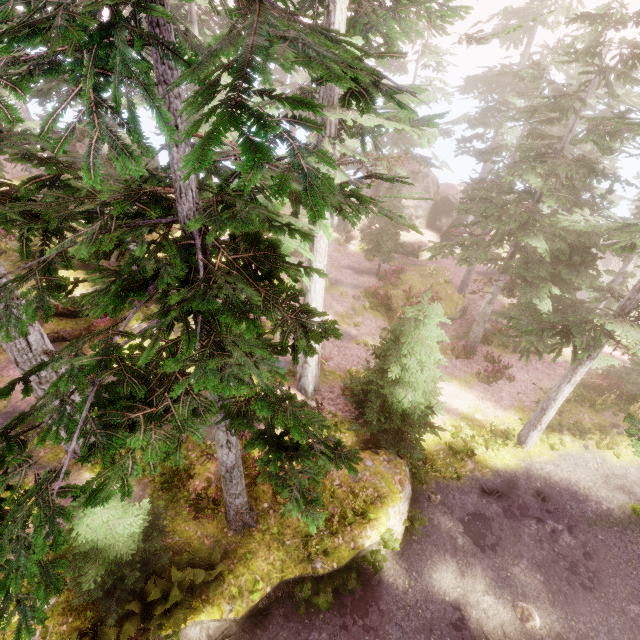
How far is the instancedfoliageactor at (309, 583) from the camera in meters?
9.1 m

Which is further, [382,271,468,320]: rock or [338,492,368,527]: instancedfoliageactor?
[382,271,468,320]: rock

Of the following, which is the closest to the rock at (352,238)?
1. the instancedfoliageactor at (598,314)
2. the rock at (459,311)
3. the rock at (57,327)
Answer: the instancedfoliageactor at (598,314)

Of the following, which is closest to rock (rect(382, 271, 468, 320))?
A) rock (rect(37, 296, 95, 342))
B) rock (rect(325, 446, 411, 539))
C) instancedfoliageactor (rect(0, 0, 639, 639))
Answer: instancedfoliageactor (rect(0, 0, 639, 639))

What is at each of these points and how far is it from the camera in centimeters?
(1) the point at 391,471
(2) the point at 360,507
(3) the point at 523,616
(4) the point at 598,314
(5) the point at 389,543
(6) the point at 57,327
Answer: (1) rock, 1179cm
(2) instancedfoliageactor, 1059cm
(3) instancedfoliageactor, 1007cm
(4) instancedfoliageactor, 1089cm
(5) instancedfoliageactor, 1027cm
(6) rock, 1534cm

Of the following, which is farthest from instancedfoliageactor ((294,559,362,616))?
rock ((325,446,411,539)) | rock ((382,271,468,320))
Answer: rock ((382,271,468,320))

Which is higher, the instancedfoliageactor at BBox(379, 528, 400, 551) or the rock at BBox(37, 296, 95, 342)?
the rock at BBox(37, 296, 95, 342)
